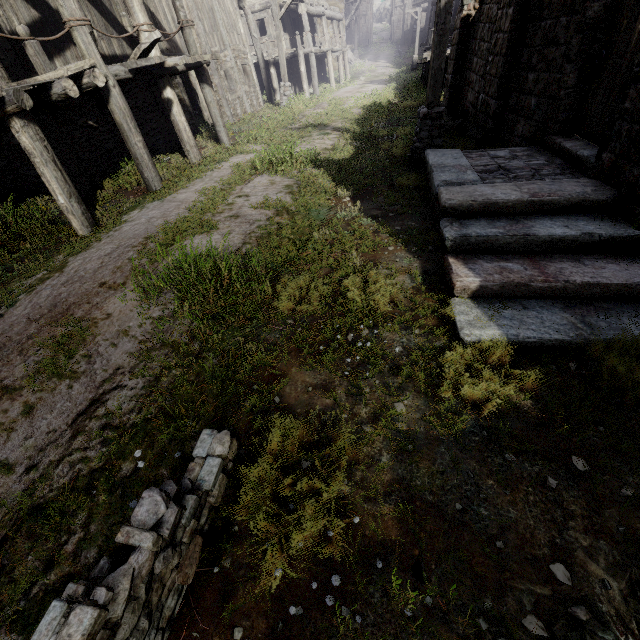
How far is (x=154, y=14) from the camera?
11.5 meters

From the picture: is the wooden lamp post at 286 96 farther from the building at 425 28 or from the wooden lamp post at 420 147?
the wooden lamp post at 420 147

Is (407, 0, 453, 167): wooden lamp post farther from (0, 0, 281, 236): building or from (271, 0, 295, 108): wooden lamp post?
(271, 0, 295, 108): wooden lamp post

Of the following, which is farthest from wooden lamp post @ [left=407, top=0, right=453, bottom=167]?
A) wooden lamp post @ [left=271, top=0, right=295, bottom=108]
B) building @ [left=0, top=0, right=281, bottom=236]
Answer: wooden lamp post @ [left=271, top=0, right=295, bottom=108]

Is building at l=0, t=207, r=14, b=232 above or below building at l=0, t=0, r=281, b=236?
below

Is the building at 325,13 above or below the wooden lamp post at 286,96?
above

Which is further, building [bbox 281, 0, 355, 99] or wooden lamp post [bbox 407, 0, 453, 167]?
building [bbox 281, 0, 355, 99]
